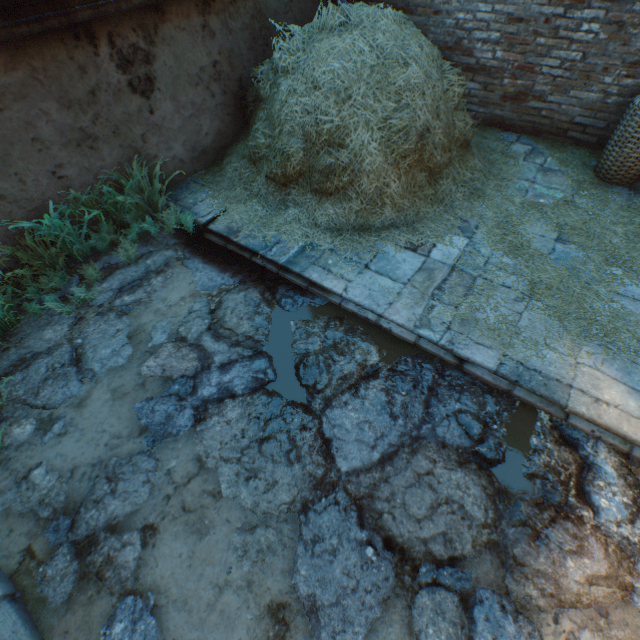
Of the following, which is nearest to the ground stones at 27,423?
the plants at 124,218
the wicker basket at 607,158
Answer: the plants at 124,218

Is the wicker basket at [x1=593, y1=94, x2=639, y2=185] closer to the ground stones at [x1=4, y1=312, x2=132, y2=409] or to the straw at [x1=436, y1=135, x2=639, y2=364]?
the straw at [x1=436, y1=135, x2=639, y2=364]

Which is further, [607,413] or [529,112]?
[529,112]

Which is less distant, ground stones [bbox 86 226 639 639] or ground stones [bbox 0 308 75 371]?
ground stones [bbox 86 226 639 639]

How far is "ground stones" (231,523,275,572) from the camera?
1.9m

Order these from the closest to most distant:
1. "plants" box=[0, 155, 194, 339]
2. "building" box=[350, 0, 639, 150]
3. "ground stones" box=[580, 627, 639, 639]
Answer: "ground stones" box=[580, 627, 639, 639], "plants" box=[0, 155, 194, 339], "building" box=[350, 0, 639, 150]
